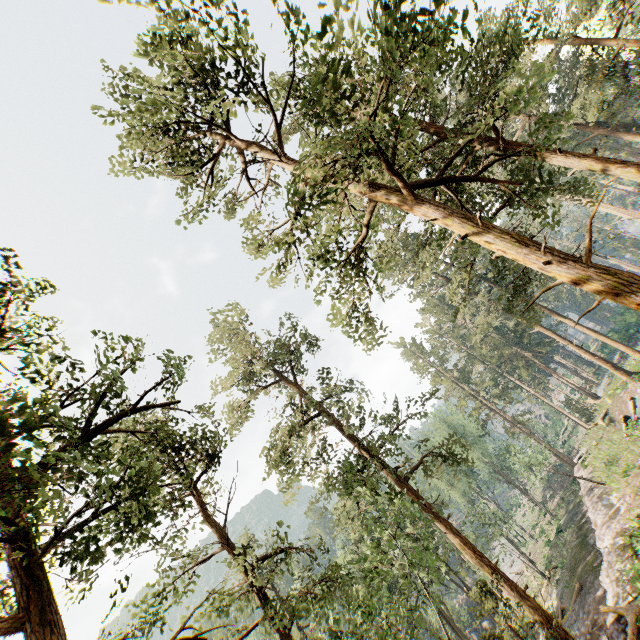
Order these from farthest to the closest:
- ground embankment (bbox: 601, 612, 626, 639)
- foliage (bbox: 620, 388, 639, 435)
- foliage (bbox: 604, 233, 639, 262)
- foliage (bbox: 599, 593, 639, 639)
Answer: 1. foliage (bbox: 604, 233, 639, 262)
2. foliage (bbox: 620, 388, 639, 435)
3. ground embankment (bbox: 601, 612, 626, 639)
4. foliage (bbox: 599, 593, 639, 639)

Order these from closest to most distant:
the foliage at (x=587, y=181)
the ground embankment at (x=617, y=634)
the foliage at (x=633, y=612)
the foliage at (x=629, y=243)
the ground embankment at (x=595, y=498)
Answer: the foliage at (x=587, y=181)
the foliage at (x=633, y=612)
the ground embankment at (x=617, y=634)
the ground embankment at (x=595, y=498)
the foliage at (x=629, y=243)

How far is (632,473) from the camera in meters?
20.8 m

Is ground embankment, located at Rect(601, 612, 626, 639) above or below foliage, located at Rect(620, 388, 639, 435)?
below

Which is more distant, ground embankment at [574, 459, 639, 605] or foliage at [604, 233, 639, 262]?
foliage at [604, 233, 639, 262]

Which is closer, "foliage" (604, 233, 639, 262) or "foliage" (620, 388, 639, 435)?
"foliage" (620, 388, 639, 435)

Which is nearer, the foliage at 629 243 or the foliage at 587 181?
the foliage at 587 181
